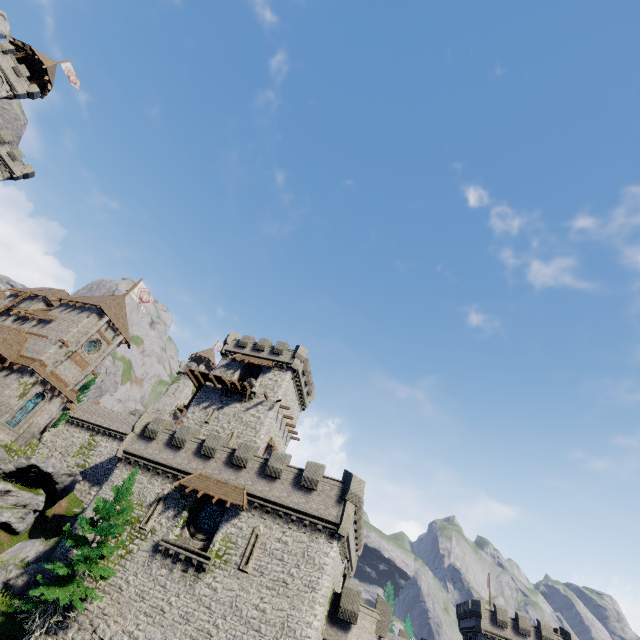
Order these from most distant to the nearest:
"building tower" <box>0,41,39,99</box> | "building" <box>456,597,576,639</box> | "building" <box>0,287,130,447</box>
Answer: "building tower" <box>0,41,39,99</box>
"building" <box>456,597,576,639</box>
"building" <box>0,287,130,447</box>

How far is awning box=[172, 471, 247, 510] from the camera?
23.69m

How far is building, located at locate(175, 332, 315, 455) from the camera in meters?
35.0 m

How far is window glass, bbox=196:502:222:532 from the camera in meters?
24.2

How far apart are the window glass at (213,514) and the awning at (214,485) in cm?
135

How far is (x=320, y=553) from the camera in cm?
2181

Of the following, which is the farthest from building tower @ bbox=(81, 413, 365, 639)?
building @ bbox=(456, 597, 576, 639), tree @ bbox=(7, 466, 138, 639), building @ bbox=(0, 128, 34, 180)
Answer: building @ bbox=(0, 128, 34, 180)

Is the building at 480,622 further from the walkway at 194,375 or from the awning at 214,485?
the walkway at 194,375
